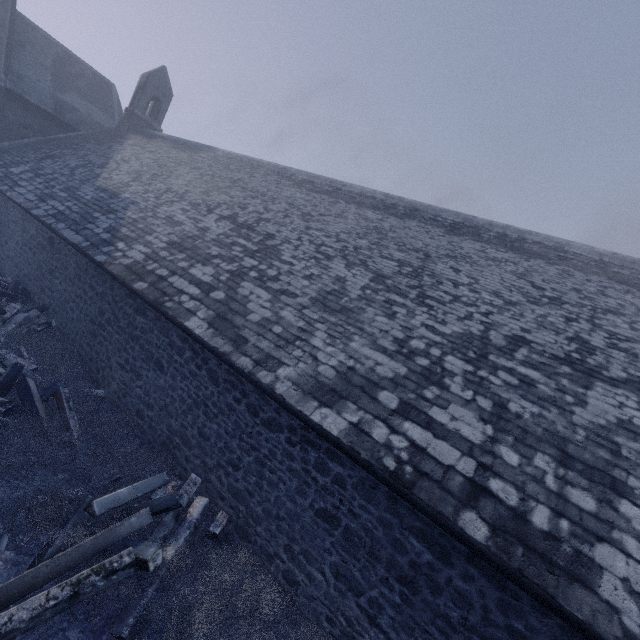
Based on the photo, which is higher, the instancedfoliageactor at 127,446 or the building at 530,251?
the building at 530,251

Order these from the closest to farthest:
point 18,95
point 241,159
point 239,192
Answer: point 239,192, point 241,159, point 18,95

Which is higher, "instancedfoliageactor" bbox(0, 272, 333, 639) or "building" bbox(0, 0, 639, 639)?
"building" bbox(0, 0, 639, 639)
